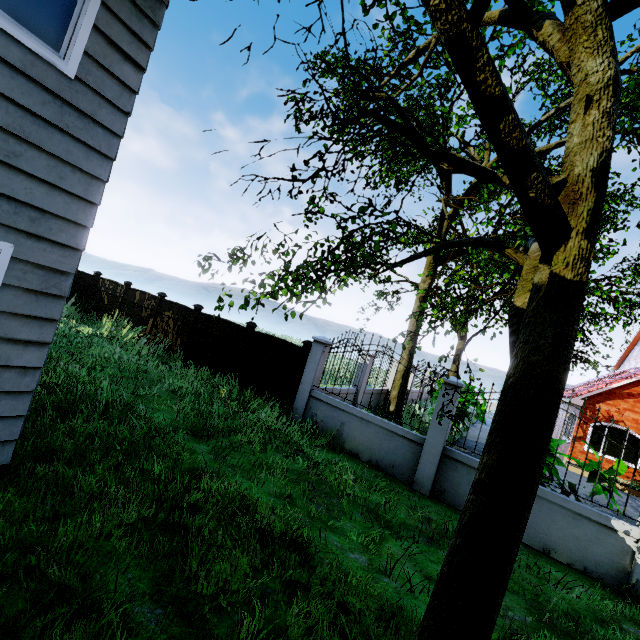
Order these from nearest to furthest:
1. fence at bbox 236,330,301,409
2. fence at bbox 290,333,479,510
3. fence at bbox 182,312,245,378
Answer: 1. fence at bbox 290,333,479,510
2. fence at bbox 236,330,301,409
3. fence at bbox 182,312,245,378

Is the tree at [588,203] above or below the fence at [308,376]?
above

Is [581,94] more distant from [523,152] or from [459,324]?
[459,324]

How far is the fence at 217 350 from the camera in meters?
9.8

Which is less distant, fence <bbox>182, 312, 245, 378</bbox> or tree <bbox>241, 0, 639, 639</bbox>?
tree <bbox>241, 0, 639, 639</bbox>

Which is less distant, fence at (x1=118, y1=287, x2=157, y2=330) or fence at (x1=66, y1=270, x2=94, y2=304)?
fence at (x1=118, y1=287, x2=157, y2=330)
